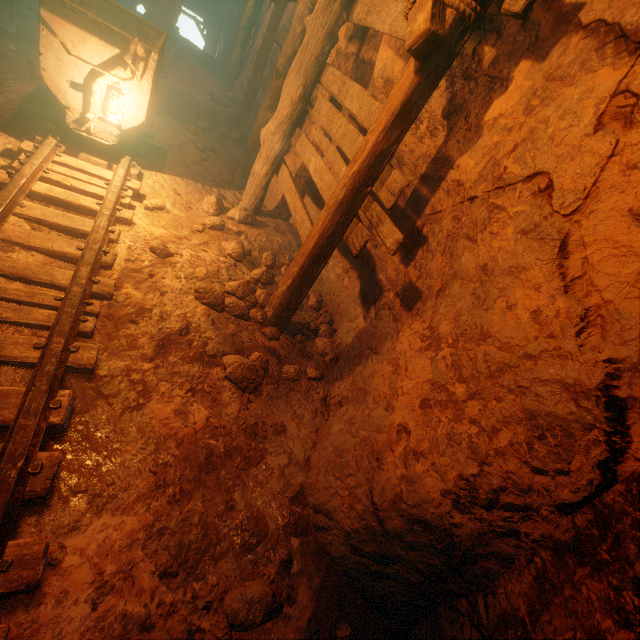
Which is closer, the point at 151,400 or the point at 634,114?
the point at 634,114

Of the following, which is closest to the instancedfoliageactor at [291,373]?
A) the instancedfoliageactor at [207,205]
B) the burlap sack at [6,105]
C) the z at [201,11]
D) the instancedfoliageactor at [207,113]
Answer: the burlap sack at [6,105]

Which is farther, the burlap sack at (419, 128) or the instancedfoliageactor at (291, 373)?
the instancedfoliageactor at (291, 373)

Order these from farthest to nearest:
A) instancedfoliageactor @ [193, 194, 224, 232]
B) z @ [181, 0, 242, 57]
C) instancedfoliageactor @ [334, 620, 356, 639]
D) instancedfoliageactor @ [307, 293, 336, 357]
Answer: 1. z @ [181, 0, 242, 57]
2. instancedfoliageactor @ [193, 194, 224, 232]
3. instancedfoliageactor @ [307, 293, 336, 357]
4. instancedfoliageactor @ [334, 620, 356, 639]

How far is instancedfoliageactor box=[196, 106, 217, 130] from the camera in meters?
7.2 m

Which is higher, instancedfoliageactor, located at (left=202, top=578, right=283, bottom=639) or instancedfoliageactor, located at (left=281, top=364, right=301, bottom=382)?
instancedfoliageactor, located at (left=281, top=364, right=301, bottom=382)

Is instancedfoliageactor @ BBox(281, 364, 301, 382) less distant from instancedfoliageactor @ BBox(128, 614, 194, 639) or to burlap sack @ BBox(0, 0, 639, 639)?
burlap sack @ BBox(0, 0, 639, 639)

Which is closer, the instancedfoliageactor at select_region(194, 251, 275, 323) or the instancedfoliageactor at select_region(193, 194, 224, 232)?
the instancedfoliageactor at select_region(194, 251, 275, 323)
